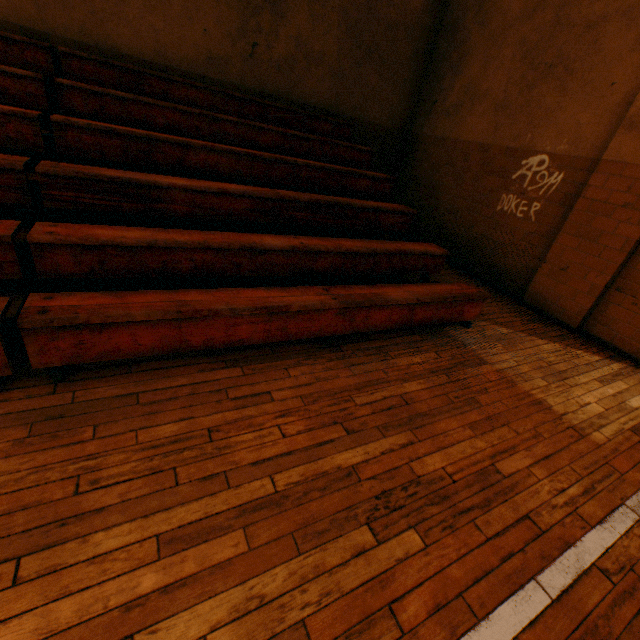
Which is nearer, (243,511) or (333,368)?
(243,511)

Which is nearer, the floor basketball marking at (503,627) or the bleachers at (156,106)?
the floor basketball marking at (503,627)

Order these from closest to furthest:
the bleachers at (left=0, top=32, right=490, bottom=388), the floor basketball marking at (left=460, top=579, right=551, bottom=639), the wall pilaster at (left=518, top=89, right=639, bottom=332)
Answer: the floor basketball marking at (left=460, top=579, right=551, bottom=639) < the bleachers at (left=0, top=32, right=490, bottom=388) < the wall pilaster at (left=518, top=89, right=639, bottom=332)

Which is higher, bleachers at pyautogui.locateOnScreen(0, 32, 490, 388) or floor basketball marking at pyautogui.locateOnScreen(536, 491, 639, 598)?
bleachers at pyautogui.locateOnScreen(0, 32, 490, 388)

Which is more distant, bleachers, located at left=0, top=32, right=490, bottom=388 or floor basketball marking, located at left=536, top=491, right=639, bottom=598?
bleachers, located at left=0, top=32, right=490, bottom=388

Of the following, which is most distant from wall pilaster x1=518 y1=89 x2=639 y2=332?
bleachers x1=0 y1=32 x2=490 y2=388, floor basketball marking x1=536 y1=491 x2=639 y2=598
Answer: floor basketball marking x1=536 y1=491 x2=639 y2=598

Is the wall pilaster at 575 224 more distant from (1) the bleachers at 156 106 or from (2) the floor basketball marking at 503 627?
(2) the floor basketball marking at 503 627
